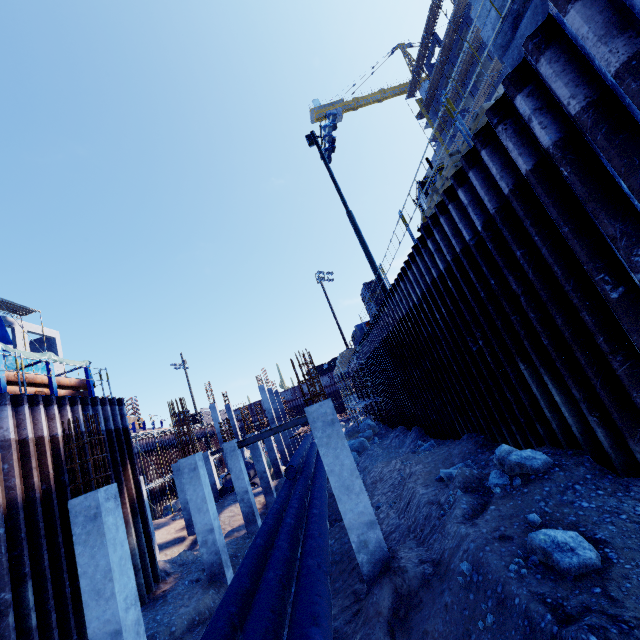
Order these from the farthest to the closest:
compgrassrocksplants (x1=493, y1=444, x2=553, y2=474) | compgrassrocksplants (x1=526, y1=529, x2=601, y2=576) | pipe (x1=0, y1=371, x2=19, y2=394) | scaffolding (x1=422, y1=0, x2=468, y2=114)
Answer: scaffolding (x1=422, y1=0, x2=468, y2=114)
pipe (x1=0, y1=371, x2=19, y2=394)
compgrassrocksplants (x1=493, y1=444, x2=553, y2=474)
compgrassrocksplants (x1=526, y1=529, x2=601, y2=576)

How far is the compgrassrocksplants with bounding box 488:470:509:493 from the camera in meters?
5.8

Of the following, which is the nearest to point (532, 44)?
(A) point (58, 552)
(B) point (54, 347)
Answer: (A) point (58, 552)

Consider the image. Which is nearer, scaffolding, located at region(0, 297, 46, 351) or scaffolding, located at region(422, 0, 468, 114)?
scaffolding, located at region(0, 297, 46, 351)

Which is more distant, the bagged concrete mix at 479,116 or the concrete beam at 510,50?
the bagged concrete mix at 479,116

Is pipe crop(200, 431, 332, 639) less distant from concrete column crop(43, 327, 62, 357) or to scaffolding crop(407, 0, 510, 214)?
scaffolding crop(407, 0, 510, 214)

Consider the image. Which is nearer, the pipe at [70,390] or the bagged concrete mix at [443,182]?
the bagged concrete mix at [443,182]

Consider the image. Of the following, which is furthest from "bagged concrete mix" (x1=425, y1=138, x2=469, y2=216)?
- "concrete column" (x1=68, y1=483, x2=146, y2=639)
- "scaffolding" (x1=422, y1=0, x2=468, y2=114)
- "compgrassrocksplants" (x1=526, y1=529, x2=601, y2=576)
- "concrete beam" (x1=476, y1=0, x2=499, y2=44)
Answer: "scaffolding" (x1=422, y1=0, x2=468, y2=114)
